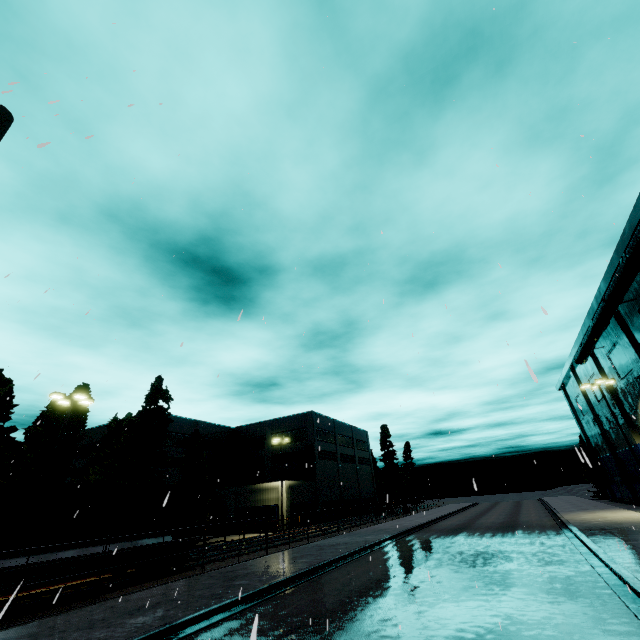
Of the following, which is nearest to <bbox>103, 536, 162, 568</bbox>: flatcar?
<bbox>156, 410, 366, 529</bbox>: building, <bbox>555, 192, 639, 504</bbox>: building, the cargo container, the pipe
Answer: the cargo container

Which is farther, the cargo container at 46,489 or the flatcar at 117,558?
the flatcar at 117,558

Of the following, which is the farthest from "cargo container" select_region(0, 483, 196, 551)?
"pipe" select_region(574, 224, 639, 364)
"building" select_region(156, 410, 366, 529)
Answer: "pipe" select_region(574, 224, 639, 364)

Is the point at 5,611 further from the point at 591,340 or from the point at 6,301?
the point at 591,340

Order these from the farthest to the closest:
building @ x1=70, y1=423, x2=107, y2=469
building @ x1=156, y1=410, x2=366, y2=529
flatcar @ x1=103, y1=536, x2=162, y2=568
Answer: building @ x1=70, y1=423, x2=107, y2=469, building @ x1=156, y1=410, x2=366, y2=529, flatcar @ x1=103, y1=536, x2=162, y2=568

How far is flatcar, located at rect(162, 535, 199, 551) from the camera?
16.1m

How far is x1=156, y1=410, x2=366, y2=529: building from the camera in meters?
40.5 m

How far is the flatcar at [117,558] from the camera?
13.94m
